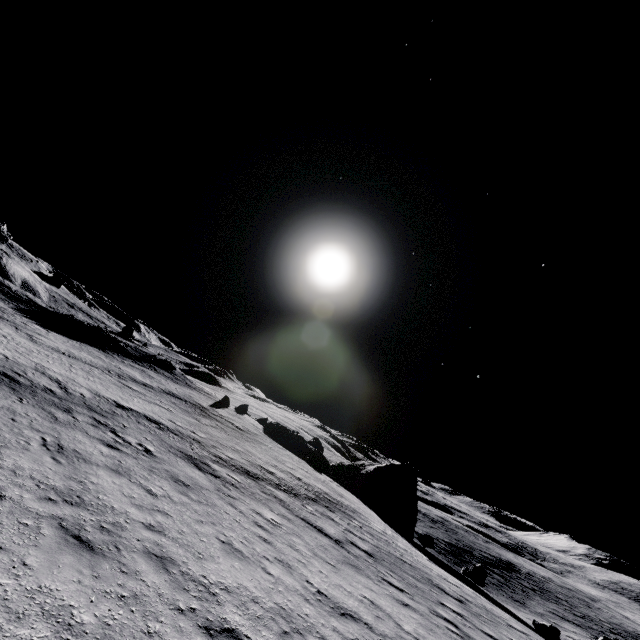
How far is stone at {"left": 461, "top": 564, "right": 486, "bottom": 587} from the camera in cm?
2630

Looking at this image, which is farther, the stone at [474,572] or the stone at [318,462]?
the stone at [318,462]

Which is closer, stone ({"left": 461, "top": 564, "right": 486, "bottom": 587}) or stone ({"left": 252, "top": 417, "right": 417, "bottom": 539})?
stone ({"left": 461, "top": 564, "right": 486, "bottom": 587})

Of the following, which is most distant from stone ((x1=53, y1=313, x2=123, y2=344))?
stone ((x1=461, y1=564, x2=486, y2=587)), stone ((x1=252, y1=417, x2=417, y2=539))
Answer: stone ((x1=461, y1=564, x2=486, y2=587))

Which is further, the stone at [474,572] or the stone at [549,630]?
the stone at [474,572]

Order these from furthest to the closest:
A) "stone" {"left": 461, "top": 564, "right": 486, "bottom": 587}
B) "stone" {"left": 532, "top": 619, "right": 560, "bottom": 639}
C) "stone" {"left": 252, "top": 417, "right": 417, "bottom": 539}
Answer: "stone" {"left": 252, "top": 417, "right": 417, "bottom": 539} < "stone" {"left": 461, "top": 564, "right": 486, "bottom": 587} < "stone" {"left": 532, "top": 619, "right": 560, "bottom": 639}

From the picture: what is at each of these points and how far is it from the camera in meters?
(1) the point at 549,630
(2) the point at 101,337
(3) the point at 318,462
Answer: (1) stone, 17.3 m
(2) stone, 41.9 m
(3) stone, 36.4 m

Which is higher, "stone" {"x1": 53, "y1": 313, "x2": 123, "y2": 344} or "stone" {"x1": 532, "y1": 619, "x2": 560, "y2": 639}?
"stone" {"x1": 53, "y1": 313, "x2": 123, "y2": 344}
